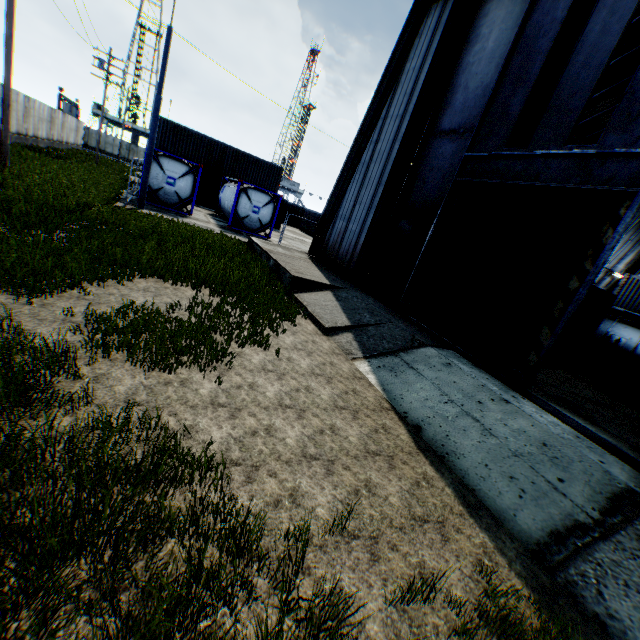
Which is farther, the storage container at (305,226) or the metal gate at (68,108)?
the metal gate at (68,108)

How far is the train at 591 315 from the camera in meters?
18.1 m

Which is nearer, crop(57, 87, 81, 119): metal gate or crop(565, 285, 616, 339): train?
crop(565, 285, 616, 339): train

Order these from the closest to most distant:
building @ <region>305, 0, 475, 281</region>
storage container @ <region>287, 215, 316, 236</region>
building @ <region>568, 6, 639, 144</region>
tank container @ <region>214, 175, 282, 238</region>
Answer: building @ <region>305, 0, 475, 281</region>
building @ <region>568, 6, 639, 144</region>
tank container @ <region>214, 175, 282, 238</region>
storage container @ <region>287, 215, 316, 236</region>

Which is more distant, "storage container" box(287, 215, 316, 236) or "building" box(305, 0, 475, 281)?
"storage container" box(287, 215, 316, 236)

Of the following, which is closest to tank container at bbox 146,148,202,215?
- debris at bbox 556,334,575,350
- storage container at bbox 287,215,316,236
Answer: storage container at bbox 287,215,316,236

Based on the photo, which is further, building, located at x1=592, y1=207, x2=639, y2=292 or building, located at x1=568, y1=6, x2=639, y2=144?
building, located at x1=592, y1=207, x2=639, y2=292

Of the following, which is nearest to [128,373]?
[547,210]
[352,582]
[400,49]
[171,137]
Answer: [352,582]
